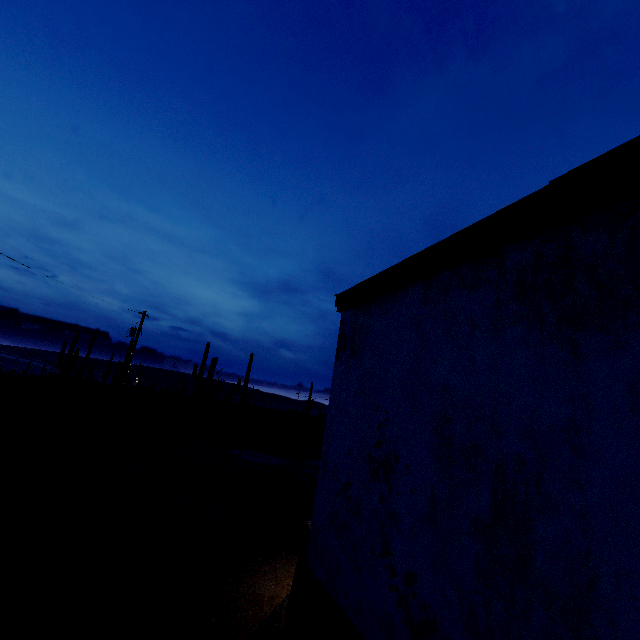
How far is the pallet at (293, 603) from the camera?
3.8 meters

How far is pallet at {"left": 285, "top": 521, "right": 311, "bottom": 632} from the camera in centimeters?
385cm

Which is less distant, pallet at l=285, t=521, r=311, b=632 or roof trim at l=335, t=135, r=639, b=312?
roof trim at l=335, t=135, r=639, b=312

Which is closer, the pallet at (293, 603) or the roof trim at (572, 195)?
the roof trim at (572, 195)

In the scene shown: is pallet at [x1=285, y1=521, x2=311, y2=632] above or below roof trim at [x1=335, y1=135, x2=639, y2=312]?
below

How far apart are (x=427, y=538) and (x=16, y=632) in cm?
428
